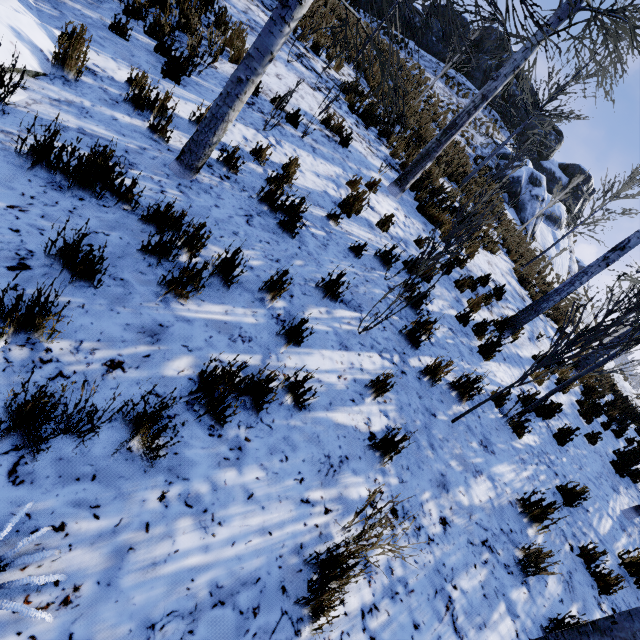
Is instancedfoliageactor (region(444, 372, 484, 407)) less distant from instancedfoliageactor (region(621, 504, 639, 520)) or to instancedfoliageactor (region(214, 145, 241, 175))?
instancedfoliageactor (region(214, 145, 241, 175))

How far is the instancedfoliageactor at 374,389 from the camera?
3.2 meters

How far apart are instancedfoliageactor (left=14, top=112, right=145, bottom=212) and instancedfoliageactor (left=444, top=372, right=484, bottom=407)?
3.4 meters

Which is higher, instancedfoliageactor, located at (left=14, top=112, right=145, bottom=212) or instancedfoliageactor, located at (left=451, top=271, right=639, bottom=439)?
instancedfoliageactor, located at (left=451, top=271, right=639, bottom=439)

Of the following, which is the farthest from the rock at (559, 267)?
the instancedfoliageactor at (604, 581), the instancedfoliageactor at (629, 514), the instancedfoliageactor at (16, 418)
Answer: the instancedfoliageactor at (16, 418)

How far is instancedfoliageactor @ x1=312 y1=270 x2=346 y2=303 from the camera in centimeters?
370cm

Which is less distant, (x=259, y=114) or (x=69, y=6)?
(x=69, y=6)

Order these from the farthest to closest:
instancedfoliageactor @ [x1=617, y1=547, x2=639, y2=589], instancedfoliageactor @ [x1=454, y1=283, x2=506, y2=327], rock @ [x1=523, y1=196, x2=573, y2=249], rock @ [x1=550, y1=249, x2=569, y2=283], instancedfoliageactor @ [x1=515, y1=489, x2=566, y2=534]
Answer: rock @ [x1=550, y1=249, x2=569, y2=283] < rock @ [x1=523, y1=196, x2=573, y2=249] < instancedfoliageactor @ [x1=454, y1=283, x2=506, y2=327] < instancedfoliageactor @ [x1=617, y1=547, x2=639, y2=589] < instancedfoliageactor @ [x1=515, y1=489, x2=566, y2=534]
